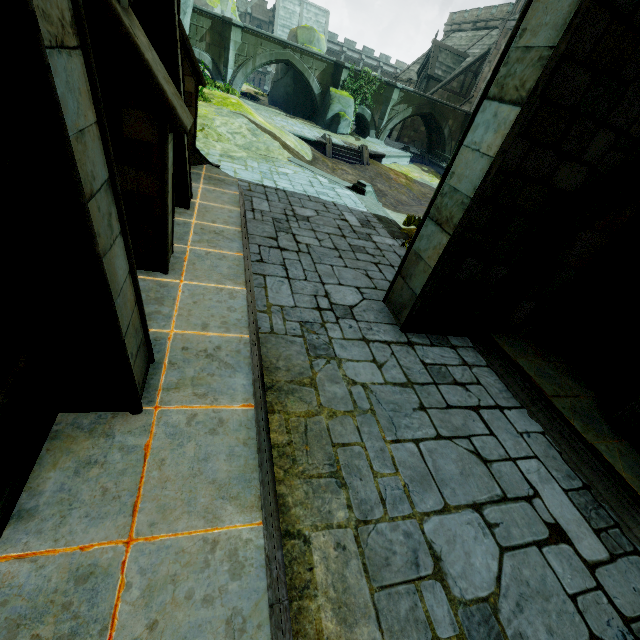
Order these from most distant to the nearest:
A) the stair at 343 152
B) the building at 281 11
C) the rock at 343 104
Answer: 1. the building at 281 11
2. the rock at 343 104
3. the stair at 343 152

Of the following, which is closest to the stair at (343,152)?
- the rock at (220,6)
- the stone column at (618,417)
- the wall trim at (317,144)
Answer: the wall trim at (317,144)

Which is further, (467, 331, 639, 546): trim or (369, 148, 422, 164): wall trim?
(369, 148, 422, 164): wall trim

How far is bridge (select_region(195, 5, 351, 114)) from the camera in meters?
24.5 m

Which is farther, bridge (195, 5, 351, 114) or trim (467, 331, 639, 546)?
bridge (195, 5, 351, 114)

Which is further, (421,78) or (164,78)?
(421,78)

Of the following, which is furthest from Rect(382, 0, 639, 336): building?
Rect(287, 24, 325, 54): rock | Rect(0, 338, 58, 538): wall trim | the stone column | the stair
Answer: the stair

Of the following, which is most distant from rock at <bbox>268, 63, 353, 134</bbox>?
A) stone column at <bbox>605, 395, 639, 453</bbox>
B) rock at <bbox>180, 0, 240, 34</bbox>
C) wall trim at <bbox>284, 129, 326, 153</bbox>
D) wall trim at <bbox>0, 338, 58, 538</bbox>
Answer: wall trim at <bbox>0, 338, 58, 538</bbox>
